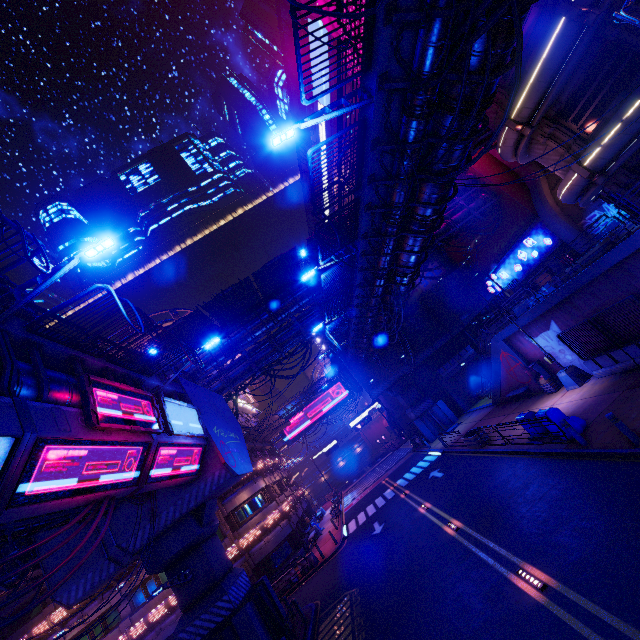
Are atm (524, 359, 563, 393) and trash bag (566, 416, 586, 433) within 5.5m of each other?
no

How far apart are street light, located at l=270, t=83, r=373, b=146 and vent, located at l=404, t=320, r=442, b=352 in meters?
31.5 m

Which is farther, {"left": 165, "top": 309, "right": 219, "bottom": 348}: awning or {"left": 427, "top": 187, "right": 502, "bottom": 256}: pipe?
{"left": 427, "top": 187, "right": 502, "bottom": 256}: pipe

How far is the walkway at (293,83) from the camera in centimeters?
4253cm

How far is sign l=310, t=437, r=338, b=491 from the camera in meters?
50.7

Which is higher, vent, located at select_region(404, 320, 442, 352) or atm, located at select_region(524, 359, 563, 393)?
vent, located at select_region(404, 320, 442, 352)

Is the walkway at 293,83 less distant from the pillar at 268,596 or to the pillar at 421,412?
the pillar at 268,596

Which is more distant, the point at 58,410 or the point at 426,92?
the point at 426,92
